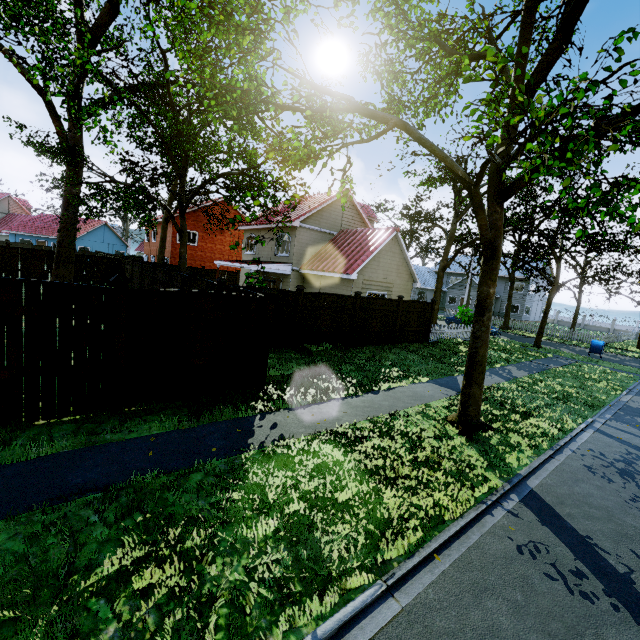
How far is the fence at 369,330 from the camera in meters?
14.4

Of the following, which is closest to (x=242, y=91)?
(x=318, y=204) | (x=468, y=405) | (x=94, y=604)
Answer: (x=318, y=204)

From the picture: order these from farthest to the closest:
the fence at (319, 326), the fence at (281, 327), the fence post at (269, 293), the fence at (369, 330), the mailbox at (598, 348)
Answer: the mailbox at (598, 348)
the fence at (369, 330)
the fence at (319, 326)
the fence at (281, 327)
the fence post at (269, 293)

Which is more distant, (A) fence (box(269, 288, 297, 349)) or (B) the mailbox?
(B) the mailbox

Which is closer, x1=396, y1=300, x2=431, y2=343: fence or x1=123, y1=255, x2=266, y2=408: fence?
x1=123, y1=255, x2=266, y2=408: fence

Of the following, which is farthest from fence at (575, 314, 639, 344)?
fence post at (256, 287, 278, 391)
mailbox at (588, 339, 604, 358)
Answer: mailbox at (588, 339, 604, 358)
